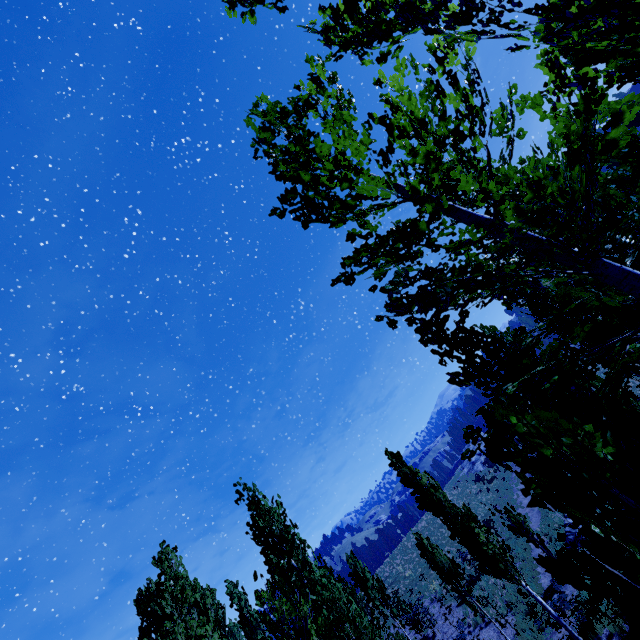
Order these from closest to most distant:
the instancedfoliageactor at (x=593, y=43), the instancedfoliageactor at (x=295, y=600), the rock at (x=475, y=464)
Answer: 1. the instancedfoliageactor at (x=593, y=43)
2. the instancedfoliageactor at (x=295, y=600)
3. the rock at (x=475, y=464)

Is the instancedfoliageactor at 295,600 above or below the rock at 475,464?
above

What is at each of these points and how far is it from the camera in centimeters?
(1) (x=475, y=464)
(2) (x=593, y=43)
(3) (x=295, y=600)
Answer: (1) rock, 4688cm
(2) instancedfoliageactor, 285cm
(3) instancedfoliageactor, 612cm

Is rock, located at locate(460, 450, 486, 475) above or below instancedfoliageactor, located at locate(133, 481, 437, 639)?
below

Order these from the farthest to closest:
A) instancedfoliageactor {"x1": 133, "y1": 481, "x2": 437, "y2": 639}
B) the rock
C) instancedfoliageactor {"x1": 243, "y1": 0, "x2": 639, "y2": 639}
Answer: the rock
instancedfoliageactor {"x1": 133, "y1": 481, "x2": 437, "y2": 639}
instancedfoliageactor {"x1": 243, "y1": 0, "x2": 639, "y2": 639}

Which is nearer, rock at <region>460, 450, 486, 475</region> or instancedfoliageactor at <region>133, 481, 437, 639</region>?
instancedfoliageactor at <region>133, 481, 437, 639</region>

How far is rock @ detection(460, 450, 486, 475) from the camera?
44.3m
